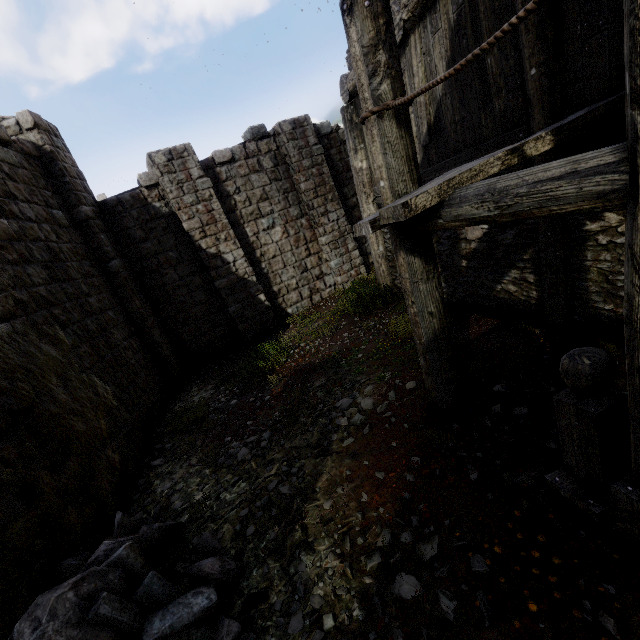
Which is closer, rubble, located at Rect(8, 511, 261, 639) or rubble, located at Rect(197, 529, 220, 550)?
rubble, located at Rect(8, 511, 261, 639)

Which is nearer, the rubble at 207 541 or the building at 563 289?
the building at 563 289

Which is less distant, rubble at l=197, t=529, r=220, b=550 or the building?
the building

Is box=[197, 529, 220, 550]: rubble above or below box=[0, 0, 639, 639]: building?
below

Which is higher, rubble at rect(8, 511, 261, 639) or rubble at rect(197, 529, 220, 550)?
rubble at rect(8, 511, 261, 639)

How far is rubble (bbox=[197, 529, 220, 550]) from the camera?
3.6 meters

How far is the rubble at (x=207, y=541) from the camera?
3.6m

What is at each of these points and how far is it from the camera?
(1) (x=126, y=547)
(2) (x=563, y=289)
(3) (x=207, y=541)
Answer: (1) rubble, 3.2m
(2) building, 4.3m
(3) rubble, 3.7m
